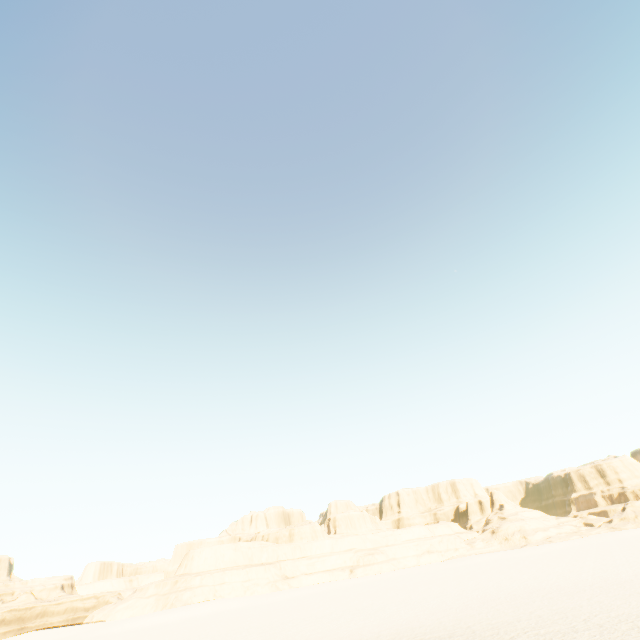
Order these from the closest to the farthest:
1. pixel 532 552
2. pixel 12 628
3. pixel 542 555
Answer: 1. pixel 542 555
2. pixel 532 552
3. pixel 12 628
